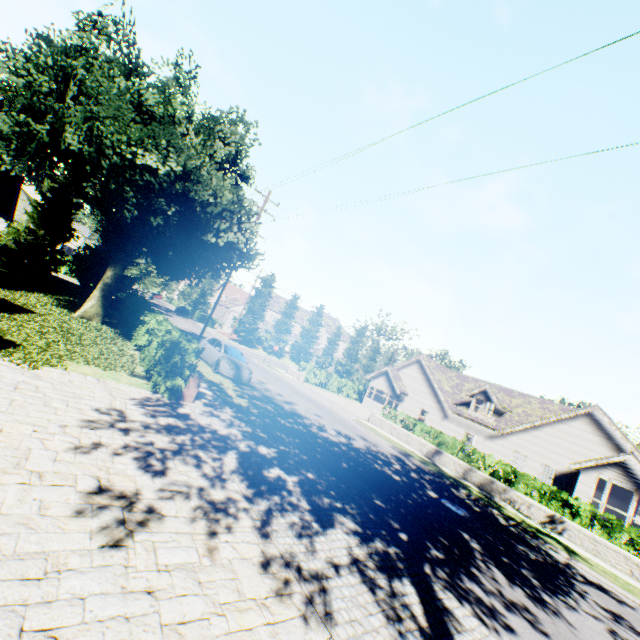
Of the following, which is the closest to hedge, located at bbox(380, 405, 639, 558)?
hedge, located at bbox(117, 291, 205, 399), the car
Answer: the car

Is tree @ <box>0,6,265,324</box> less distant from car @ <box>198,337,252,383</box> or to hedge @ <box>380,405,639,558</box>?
car @ <box>198,337,252,383</box>

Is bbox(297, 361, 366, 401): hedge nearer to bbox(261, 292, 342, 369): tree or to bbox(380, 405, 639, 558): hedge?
bbox(261, 292, 342, 369): tree

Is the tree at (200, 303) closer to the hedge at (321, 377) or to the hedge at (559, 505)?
the hedge at (321, 377)

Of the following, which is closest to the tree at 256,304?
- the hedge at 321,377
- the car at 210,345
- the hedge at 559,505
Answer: the car at 210,345

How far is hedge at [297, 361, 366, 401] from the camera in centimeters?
3480cm

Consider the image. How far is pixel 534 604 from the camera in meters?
6.8

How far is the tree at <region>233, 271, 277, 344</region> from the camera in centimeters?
4853cm
